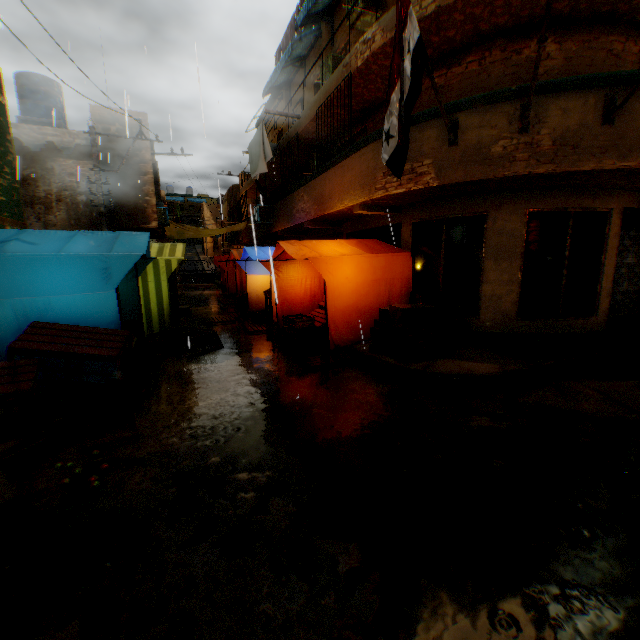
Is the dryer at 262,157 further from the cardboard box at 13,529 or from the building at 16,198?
the cardboard box at 13,529

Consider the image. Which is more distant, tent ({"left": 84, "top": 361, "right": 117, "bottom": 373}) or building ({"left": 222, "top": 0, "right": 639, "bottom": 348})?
building ({"left": 222, "top": 0, "right": 639, "bottom": 348})

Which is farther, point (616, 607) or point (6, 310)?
point (6, 310)

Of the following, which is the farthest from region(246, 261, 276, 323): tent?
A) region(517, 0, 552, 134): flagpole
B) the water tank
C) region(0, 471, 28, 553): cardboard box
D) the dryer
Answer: the water tank

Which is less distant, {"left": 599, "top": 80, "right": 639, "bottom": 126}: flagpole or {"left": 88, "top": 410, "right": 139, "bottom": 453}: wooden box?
{"left": 88, "top": 410, "right": 139, "bottom": 453}: wooden box

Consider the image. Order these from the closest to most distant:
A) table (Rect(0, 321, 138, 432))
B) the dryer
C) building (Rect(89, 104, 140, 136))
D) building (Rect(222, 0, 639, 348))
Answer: table (Rect(0, 321, 138, 432)) → building (Rect(222, 0, 639, 348)) → the dryer → building (Rect(89, 104, 140, 136))

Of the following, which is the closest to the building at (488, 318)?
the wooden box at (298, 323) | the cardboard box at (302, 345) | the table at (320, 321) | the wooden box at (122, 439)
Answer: the cardboard box at (302, 345)

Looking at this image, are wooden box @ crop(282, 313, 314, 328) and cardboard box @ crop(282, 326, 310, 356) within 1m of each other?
yes
